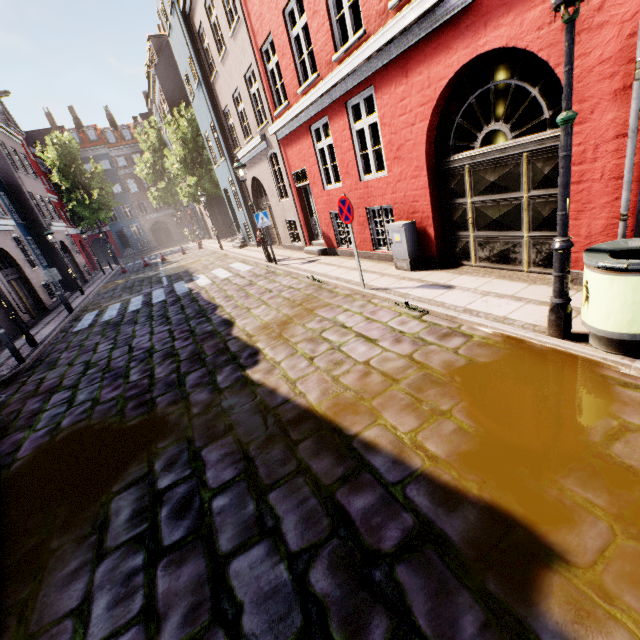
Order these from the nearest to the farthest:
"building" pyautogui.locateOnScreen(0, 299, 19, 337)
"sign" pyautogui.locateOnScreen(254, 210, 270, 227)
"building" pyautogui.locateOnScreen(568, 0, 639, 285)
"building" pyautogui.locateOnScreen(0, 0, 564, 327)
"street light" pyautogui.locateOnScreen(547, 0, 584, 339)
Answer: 1. "street light" pyautogui.locateOnScreen(547, 0, 584, 339)
2. "building" pyautogui.locateOnScreen(568, 0, 639, 285)
3. "building" pyautogui.locateOnScreen(0, 0, 564, 327)
4. "sign" pyautogui.locateOnScreen(254, 210, 270, 227)
5. "building" pyautogui.locateOnScreen(0, 299, 19, 337)

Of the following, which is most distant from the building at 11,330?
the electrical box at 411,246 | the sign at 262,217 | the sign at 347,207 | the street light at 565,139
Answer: the street light at 565,139

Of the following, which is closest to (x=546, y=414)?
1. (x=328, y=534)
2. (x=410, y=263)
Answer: (x=328, y=534)

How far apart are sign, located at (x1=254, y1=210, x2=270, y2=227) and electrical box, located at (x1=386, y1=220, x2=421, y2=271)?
5.37m

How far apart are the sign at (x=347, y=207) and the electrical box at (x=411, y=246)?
1.24m

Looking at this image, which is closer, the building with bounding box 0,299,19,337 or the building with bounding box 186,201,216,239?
the building with bounding box 0,299,19,337

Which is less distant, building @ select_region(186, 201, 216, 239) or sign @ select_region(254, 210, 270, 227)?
sign @ select_region(254, 210, 270, 227)
